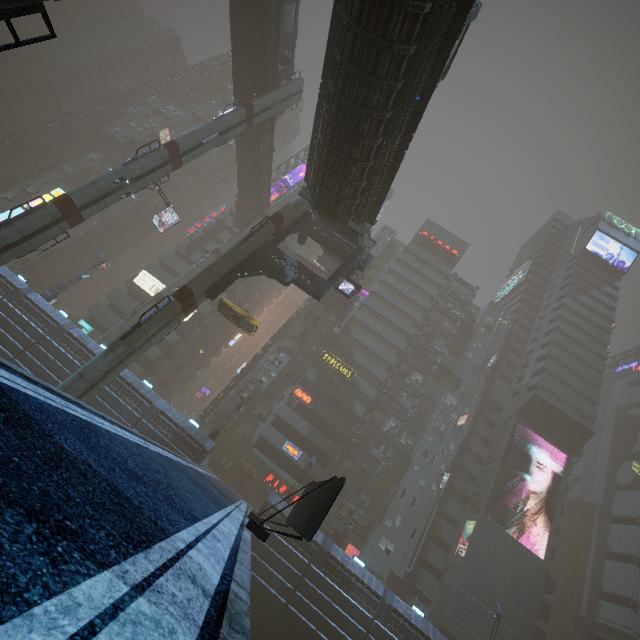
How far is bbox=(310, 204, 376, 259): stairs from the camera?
21.77m

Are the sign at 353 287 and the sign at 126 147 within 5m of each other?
no

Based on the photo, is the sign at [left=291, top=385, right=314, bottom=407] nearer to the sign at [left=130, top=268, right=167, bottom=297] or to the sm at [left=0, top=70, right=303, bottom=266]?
the sign at [left=130, top=268, right=167, bottom=297]

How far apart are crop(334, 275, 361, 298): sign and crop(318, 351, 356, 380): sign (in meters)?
19.98

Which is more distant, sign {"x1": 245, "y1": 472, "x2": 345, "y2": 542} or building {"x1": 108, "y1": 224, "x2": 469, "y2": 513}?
building {"x1": 108, "y1": 224, "x2": 469, "y2": 513}

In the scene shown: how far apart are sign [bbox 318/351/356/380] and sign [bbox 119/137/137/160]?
48.3 meters

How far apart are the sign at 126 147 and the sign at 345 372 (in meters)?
48.29

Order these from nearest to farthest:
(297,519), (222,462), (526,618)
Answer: (297,519) < (526,618) < (222,462)
